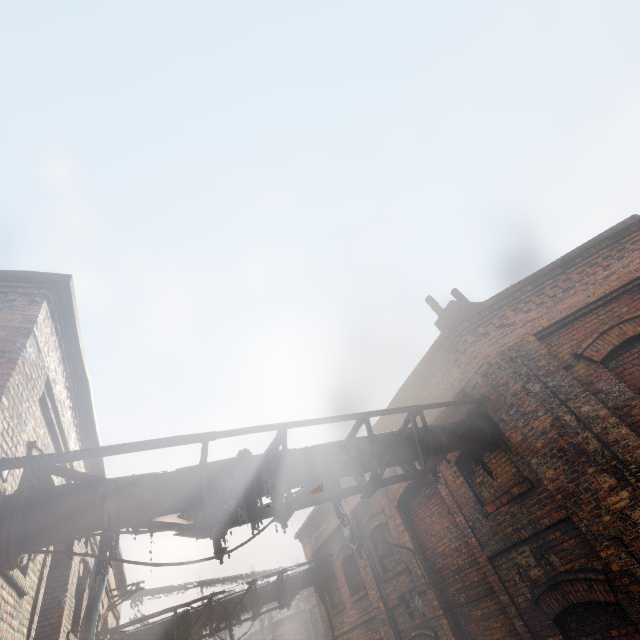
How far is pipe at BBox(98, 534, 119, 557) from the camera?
3.64m

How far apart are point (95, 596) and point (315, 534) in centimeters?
755cm

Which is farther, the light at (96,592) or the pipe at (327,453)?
the light at (96,592)

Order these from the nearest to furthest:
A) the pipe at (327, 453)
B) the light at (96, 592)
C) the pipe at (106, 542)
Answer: the pipe at (106, 542) < the pipe at (327, 453) < the light at (96, 592)

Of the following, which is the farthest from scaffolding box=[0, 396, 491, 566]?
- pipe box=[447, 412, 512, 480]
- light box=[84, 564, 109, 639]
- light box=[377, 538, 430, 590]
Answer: light box=[84, 564, 109, 639]

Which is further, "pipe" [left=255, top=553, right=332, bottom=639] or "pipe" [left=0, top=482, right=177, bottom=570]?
"pipe" [left=255, top=553, right=332, bottom=639]

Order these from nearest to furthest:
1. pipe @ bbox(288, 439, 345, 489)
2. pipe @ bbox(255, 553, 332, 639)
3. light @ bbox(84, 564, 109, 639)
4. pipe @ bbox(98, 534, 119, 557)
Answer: pipe @ bbox(98, 534, 119, 557) → pipe @ bbox(288, 439, 345, 489) → light @ bbox(84, 564, 109, 639) → pipe @ bbox(255, 553, 332, 639)
